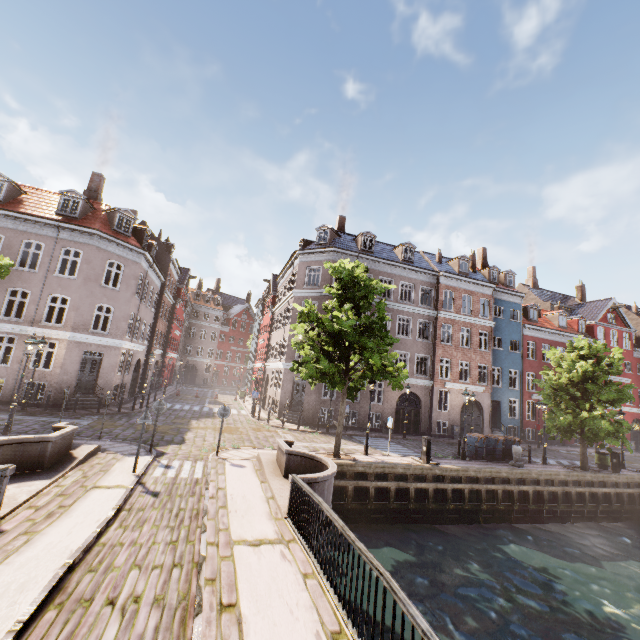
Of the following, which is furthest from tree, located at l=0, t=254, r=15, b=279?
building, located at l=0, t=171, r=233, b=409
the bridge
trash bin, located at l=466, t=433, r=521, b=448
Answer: building, located at l=0, t=171, r=233, b=409

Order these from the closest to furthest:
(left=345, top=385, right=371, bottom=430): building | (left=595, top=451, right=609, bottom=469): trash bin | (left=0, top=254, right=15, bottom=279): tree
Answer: (left=0, top=254, right=15, bottom=279): tree < (left=595, top=451, right=609, bottom=469): trash bin < (left=345, top=385, right=371, bottom=430): building

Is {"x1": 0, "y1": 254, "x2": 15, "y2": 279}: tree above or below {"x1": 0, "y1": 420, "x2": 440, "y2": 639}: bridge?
above

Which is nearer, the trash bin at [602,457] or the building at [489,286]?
the trash bin at [602,457]

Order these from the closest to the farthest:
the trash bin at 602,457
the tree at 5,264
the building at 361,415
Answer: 1. the tree at 5,264
2. the trash bin at 602,457
3. the building at 361,415

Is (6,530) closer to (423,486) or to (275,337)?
(423,486)

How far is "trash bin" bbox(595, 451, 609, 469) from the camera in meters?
20.3 m

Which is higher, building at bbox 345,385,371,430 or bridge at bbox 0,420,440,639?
building at bbox 345,385,371,430
